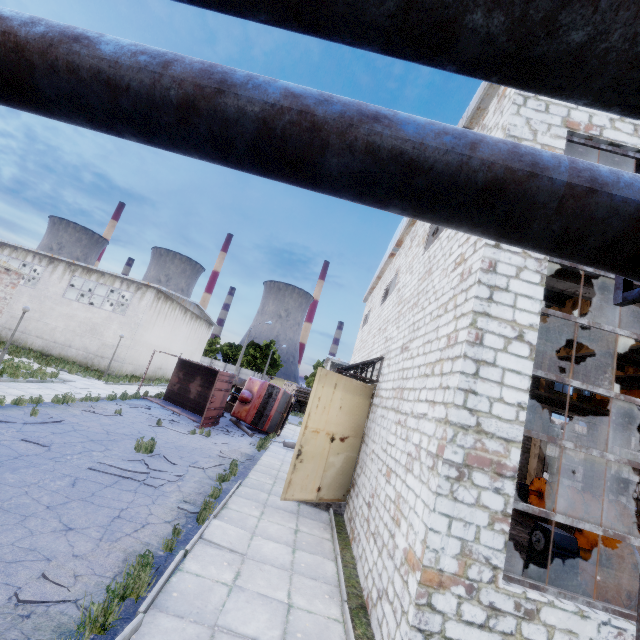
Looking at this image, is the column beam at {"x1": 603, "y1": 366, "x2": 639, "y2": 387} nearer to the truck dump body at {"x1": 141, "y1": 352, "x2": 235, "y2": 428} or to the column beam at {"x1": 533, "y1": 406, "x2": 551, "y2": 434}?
the column beam at {"x1": 533, "y1": 406, "x2": 551, "y2": 434}

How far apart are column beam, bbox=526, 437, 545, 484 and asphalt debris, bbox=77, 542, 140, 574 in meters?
23.9

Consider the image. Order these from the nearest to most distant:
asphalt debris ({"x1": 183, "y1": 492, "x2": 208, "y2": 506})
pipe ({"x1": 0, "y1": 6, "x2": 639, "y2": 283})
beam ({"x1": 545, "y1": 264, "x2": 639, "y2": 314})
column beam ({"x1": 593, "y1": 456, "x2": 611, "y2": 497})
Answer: pipe ({"x1": 0, "y1": 6, "x2": 639, "y2": 283})
beam ({"x1": 545, "y1": 264, "x2": 639, "y2": 314})
asphalt debris ({"x1": 183, "y1": 492, "x2": 208, "y2": 506})
column beam ({"x1": 593, "y1": 456, "x2": 611, "y2": 497})

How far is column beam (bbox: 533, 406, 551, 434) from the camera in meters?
21.8 m

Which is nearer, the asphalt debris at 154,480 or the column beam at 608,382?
the asphalt debris at 154,480

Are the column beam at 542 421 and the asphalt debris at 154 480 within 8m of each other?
no

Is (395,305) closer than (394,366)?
No
